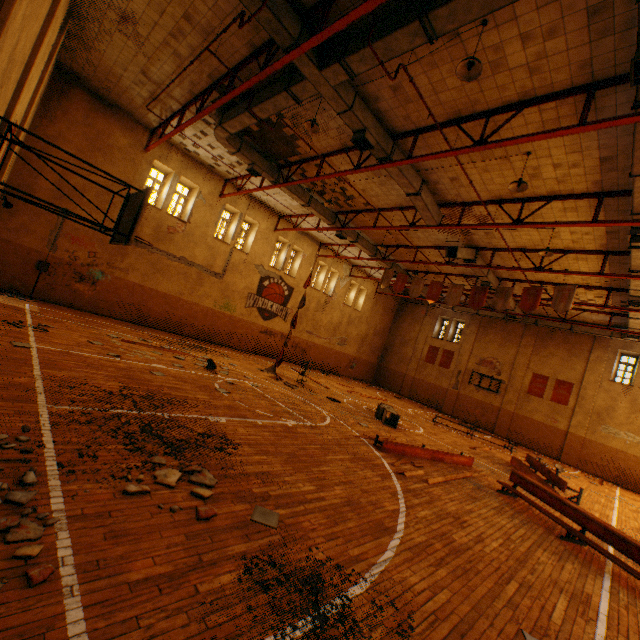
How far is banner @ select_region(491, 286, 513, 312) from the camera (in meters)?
13.94

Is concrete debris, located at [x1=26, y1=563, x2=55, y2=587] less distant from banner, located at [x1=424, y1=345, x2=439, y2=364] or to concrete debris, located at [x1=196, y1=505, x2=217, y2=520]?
concrete debris, located at [x1=196, y1=505, x2=217, y2=520]

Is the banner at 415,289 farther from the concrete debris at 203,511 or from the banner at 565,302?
the concrete debris at 203,511

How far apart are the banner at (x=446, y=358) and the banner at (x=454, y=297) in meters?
12.6

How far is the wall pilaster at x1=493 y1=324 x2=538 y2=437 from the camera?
23.0 meters

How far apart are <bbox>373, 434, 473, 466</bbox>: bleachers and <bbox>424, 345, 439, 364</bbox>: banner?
17.67m

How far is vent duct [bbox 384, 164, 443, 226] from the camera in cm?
1060

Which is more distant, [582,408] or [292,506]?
[582,408]
